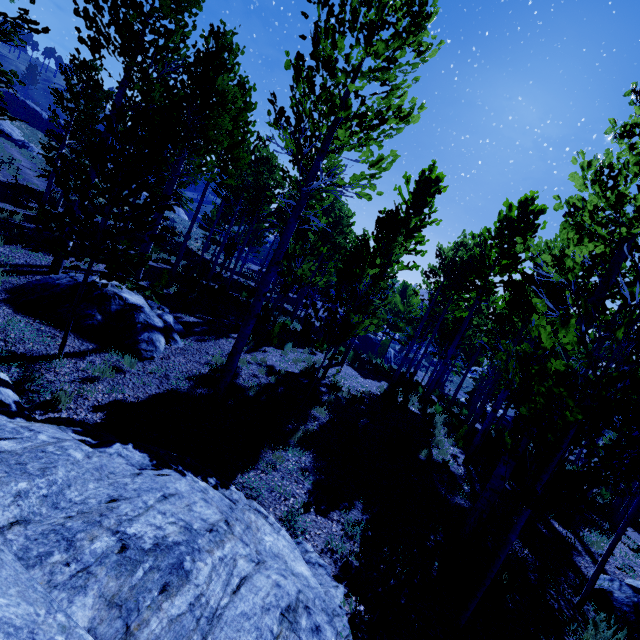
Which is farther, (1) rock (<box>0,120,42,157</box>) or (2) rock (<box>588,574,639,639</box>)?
(1) rock (<box>0,120,42,157</box>)

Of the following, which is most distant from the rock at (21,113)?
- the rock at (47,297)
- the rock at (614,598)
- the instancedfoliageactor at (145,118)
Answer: the rock at (614,598)

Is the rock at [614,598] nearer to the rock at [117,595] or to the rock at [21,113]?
the rock at [117,595]

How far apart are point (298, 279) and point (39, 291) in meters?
9.1 m

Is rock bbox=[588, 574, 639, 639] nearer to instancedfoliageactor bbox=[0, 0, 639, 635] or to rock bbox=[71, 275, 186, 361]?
instancedfoliageactor bbox=[0, 0, 639, 635]

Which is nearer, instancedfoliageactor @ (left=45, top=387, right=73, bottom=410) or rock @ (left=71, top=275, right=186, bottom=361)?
instancedfoliageactor @ (left=45, top=387, right=73, bottom=410)

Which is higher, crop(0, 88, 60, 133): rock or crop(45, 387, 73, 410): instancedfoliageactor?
crop(0, 88, 60, 133): rock

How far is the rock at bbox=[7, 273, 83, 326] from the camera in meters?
7.3 m
